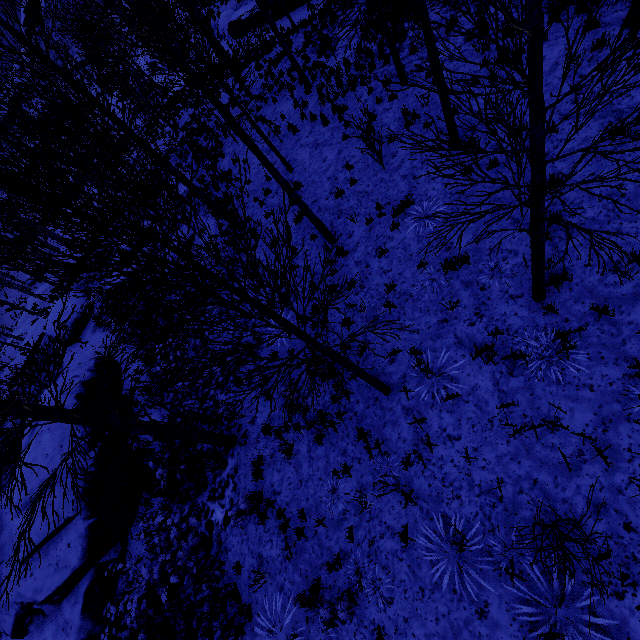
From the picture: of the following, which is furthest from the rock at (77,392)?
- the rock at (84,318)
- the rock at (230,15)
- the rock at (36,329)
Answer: the rock at (230,15)

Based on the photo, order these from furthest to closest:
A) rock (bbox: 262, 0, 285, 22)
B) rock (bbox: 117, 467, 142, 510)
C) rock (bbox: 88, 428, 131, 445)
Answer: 1. rock (bbox: 262, 0, 285, 22)
2. rock (bbox: 88, 428, 131, 445)
3. rock (bbox: 117, 467, 142, 510)

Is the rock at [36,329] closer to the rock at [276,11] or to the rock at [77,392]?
the rock at [77,392]

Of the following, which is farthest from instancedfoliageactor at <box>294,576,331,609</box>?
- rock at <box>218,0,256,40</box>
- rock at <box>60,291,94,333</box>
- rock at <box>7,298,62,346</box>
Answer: rock at <box>7,298,62,346</box>

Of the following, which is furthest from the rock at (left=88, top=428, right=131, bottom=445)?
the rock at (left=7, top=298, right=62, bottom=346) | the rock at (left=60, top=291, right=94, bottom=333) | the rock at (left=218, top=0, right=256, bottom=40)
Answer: the rock at (left=218, top=0, right=256, bottom=40)

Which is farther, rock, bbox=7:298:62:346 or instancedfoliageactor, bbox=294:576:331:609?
rock, bbox=7:298:62:346

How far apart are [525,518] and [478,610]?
1.6m

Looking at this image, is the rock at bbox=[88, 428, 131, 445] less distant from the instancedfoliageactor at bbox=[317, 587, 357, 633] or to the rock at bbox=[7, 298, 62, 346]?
the instancedfoliageactor at bbox=[317, 587, 357, 633]
